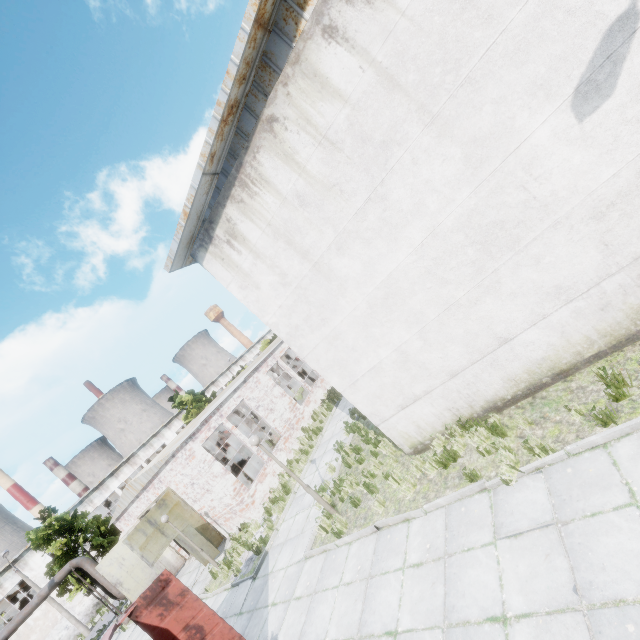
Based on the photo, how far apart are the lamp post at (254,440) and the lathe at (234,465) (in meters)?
19.89

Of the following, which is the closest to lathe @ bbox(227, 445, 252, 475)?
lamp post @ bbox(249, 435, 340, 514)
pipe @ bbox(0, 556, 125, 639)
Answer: pipe @ bbox(0, 556, 125, 639)

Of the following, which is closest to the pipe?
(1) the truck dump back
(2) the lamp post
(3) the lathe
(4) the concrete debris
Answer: (3) the lathe

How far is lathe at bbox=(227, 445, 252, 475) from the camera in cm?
2670

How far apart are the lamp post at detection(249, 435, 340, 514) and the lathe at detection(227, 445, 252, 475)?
19.9m

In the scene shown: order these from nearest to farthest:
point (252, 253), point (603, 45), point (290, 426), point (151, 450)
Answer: point (603, 45) < point (252, 253) < point (290, 426) < point (151, 450)

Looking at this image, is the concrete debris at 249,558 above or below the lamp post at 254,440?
below
